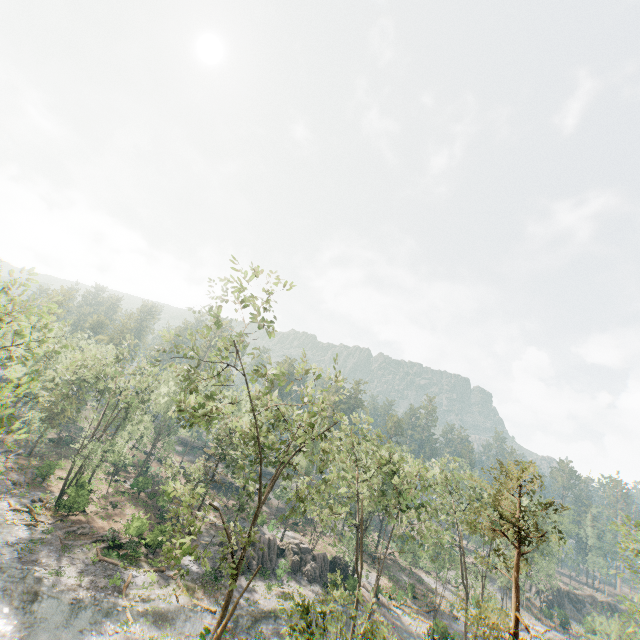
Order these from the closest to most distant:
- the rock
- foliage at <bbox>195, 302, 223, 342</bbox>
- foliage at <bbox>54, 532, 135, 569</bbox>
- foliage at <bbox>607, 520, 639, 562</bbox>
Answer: foliage at <bbox>195, 302, 223, 342</bbox>, foliage at <bbox>607, 520, 639, 562</bbox>, foliage at <bbox>54, 532, 135, 569</bbox>, the rock

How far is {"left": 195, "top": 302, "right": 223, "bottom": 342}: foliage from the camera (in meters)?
18.98

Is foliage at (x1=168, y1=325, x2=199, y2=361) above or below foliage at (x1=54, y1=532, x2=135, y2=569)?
above

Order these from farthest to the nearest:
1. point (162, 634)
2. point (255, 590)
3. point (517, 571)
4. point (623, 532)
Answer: point (255, 590) → point (623, 532) → point (162, 634) → point (517, 571)

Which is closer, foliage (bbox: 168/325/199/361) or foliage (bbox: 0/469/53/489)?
foliage (bbox: 168/325/199/361)

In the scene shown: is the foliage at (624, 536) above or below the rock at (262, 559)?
above

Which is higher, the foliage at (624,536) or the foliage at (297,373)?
the foliage at (297,373)
